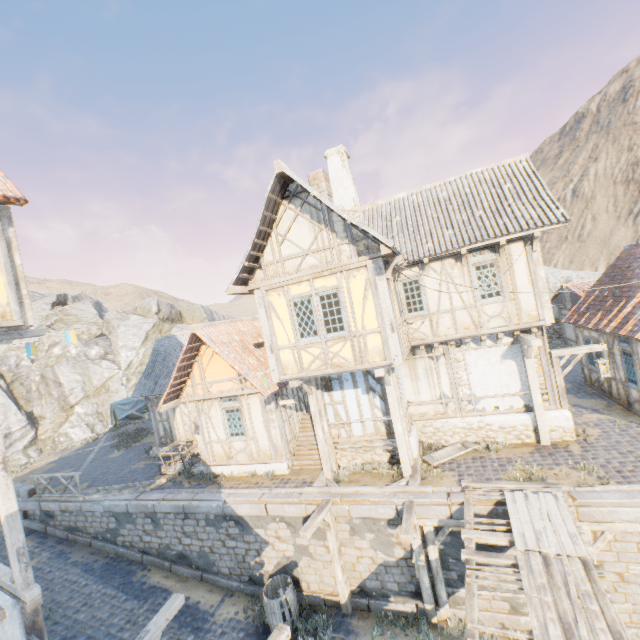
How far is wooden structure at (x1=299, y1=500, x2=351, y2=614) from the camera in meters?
8.9 m

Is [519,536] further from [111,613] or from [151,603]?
[111,613]

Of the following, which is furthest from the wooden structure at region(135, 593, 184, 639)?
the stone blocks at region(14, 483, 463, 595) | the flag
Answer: the flag

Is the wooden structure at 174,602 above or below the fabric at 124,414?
below

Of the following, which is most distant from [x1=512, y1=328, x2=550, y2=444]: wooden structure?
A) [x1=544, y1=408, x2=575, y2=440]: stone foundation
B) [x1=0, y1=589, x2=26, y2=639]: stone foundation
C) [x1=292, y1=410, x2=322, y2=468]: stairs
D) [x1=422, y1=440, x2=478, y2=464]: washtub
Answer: [x1=0, y1=589, x2=26, y2=639]: stone foundation

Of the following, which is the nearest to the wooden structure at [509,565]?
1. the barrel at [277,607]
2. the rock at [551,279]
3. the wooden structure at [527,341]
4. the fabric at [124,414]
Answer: the barrel at [277,607]

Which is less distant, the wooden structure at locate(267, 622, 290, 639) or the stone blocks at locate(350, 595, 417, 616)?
the wooden structure at locate(267, 622, 290, 639)

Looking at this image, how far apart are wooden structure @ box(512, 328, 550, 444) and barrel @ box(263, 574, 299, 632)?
9.2 meters
